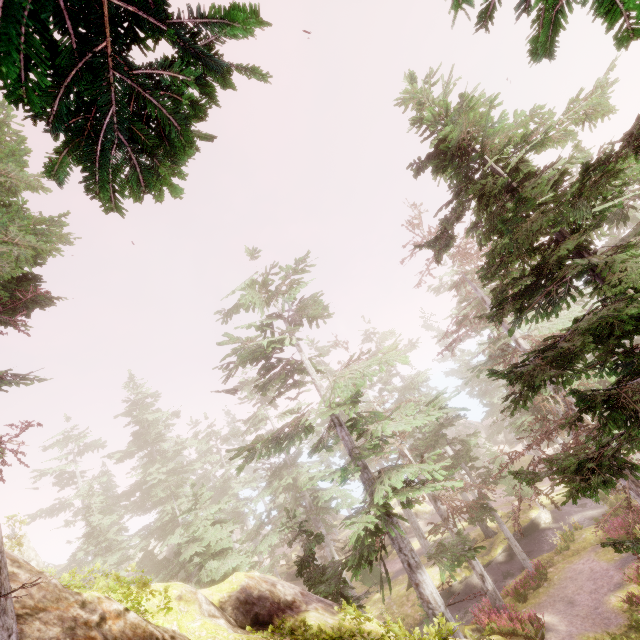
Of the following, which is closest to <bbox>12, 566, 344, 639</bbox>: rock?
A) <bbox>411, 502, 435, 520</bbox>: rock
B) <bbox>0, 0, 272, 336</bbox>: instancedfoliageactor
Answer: <bbox>0, 0, 272, 336</bbox>: instancedfoliageactor

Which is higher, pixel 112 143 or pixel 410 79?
pixel 410 79

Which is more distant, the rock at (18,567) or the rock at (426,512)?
the rock at (426,512)

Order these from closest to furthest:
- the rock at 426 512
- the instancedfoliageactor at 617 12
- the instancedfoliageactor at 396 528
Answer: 1. the instancedfoliageactor at 617 12
2. the instancedfoliageactor at 396 528
3. the rock at 426 512

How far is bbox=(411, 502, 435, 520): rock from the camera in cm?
4050

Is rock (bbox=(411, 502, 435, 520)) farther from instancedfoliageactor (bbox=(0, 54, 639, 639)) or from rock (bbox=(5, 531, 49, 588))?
rock (bbox=(5, 531, 49, 588))

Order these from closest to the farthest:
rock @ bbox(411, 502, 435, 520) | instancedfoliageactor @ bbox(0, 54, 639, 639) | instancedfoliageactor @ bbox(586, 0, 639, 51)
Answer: instancedfoliageactor @ bbox(586, 0, 639, 51) < instancedfoliageactor @ bbox(0, 54, 639, 639) < rock @ bbox(411, 502, 435, 520)
